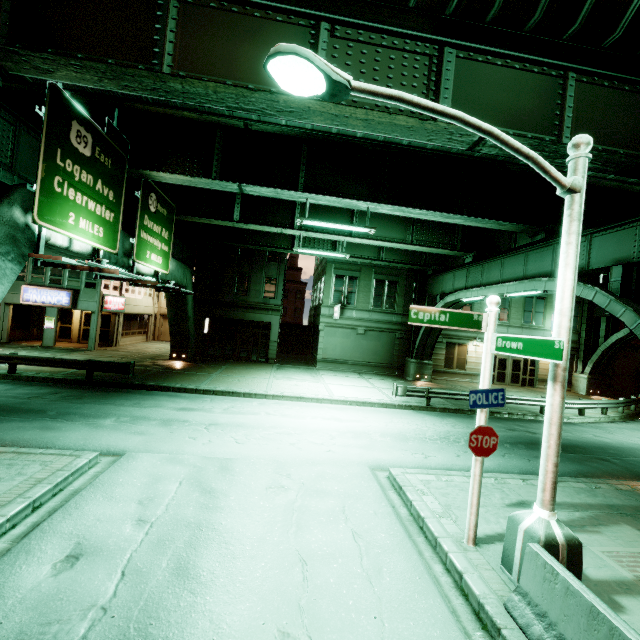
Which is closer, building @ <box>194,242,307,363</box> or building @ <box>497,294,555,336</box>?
building @ <box>194,242,307,363</box>

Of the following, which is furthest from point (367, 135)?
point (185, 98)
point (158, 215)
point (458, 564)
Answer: point (458, 564)

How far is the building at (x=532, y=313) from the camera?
28.7m

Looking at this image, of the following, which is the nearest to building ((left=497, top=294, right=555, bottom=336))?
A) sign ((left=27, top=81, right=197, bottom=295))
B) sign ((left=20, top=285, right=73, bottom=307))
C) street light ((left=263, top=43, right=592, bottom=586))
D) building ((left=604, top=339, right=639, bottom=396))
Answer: building ((left=604, top=339, right=639, bottom=396))

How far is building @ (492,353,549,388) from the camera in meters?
28.9 m

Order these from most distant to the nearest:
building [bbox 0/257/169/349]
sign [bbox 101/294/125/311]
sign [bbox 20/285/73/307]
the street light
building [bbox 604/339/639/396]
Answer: building [bbox 604/339/639/396] < sign [bbox 101/294/125/311] < building [bbox 0/257/169/349] < sign [bbox 20/285/73/307] < the street light

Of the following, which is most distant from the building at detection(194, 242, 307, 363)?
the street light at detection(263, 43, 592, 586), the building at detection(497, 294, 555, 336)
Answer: the street light at detection(263, 43, 592, 586)

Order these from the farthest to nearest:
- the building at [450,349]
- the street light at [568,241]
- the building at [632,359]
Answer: the building at [632,359] < the building at [450,349] < the street light at [568,241]
